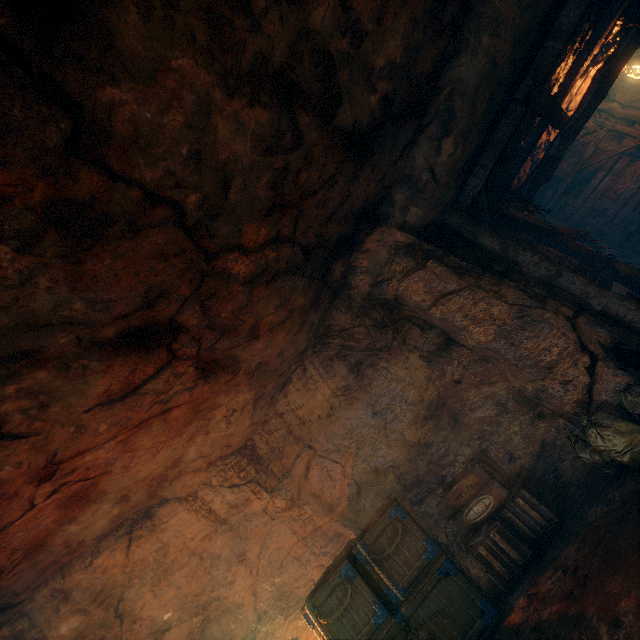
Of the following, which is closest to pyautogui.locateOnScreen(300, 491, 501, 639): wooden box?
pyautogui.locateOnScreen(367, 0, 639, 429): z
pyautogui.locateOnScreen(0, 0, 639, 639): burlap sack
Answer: pyautogui.locateOnScreen(0, 0, 639, 639): burlap sack

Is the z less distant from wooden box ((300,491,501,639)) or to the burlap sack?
the burlap sack

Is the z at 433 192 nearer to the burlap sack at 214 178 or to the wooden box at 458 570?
the burlap sack at 214 178

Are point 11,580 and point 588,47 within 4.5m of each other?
no

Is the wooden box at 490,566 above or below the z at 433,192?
below

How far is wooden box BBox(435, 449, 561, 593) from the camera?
4.5 meters

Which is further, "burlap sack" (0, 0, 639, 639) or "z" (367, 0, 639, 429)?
"z" (367, 0, 639, 429)
